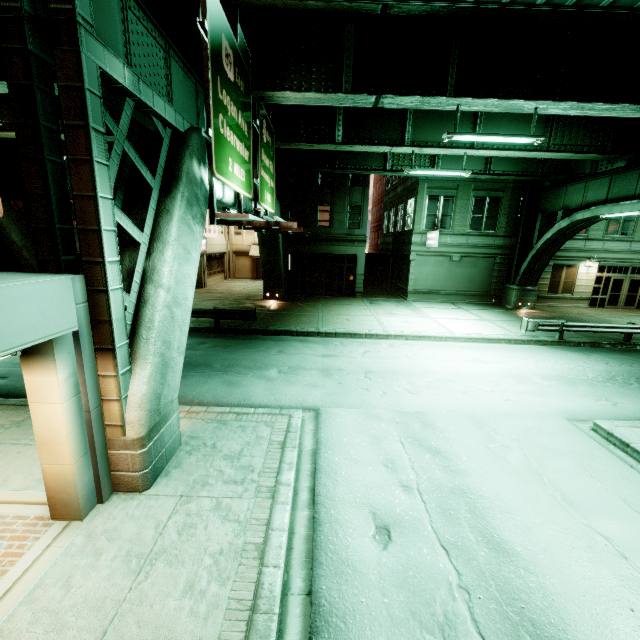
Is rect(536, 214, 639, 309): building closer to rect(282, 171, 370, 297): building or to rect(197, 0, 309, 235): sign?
rect(282, 171, 370, 297): building

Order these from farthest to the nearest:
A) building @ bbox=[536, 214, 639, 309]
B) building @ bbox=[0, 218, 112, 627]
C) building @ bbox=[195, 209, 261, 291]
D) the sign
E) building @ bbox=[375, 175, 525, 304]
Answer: building @ bbox=[195, 209, 261, 291] < building @ bbox=[536, 214, 639, 309] < building @ bbox=[375, 175, 525, 304] < the sign < building @ bbox=[0, 218, 112, 627]

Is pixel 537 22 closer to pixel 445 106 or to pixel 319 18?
pixel 445 106

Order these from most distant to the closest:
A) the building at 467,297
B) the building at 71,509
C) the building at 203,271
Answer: the building at 203,271 < the building at 467,297 < the building at 71,509

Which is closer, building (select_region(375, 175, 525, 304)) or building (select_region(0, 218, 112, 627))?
building (select_region(0, 218, 112, 627))

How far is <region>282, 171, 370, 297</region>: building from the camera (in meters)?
24.88

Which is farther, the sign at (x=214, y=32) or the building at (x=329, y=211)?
the building at (x=329, y=211)

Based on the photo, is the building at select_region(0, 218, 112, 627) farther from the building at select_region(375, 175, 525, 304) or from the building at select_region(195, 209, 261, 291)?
the building at select_region(375, 175, 525, 304)
